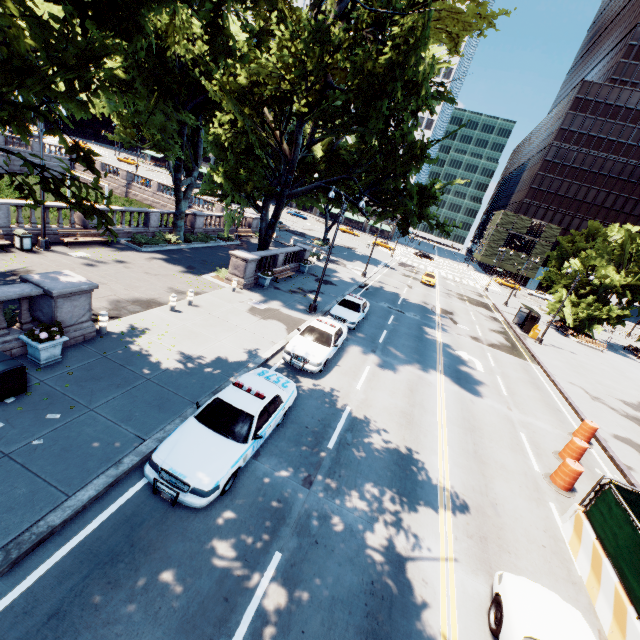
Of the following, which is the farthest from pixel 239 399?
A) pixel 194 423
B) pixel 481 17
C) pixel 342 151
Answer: pixel 342 151

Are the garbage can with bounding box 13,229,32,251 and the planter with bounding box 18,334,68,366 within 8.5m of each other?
no

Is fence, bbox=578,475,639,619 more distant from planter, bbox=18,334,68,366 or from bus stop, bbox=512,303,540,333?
bus stop, bbox=512,303,540,333

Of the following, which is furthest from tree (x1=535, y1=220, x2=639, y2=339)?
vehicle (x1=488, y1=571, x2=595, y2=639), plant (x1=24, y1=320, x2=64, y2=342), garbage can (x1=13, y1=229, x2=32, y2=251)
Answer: vehicle (x1=488, y1=571, x2=595, y2=639)

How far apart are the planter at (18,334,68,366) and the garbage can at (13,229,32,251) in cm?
1021

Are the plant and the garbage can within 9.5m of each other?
no

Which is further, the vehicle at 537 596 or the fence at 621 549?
the fence at 621 549

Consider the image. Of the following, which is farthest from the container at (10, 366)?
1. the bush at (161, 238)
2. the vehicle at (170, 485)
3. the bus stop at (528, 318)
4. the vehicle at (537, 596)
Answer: the bus stop at (528, 318)
